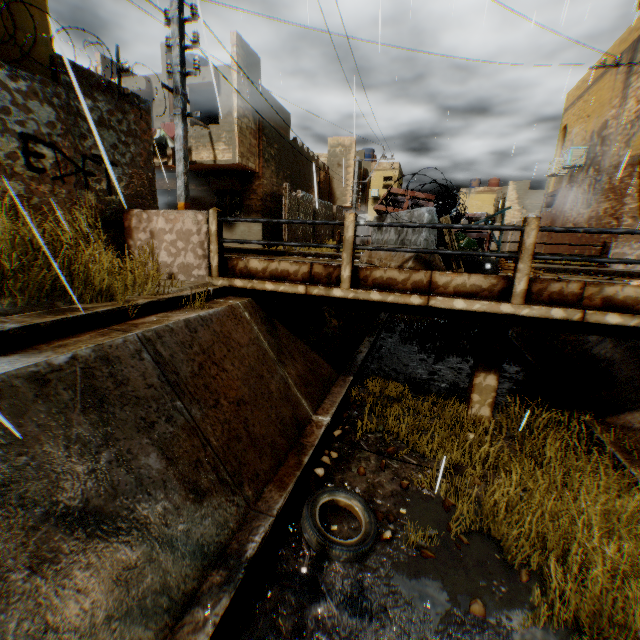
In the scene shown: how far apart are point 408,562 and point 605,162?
18.02m

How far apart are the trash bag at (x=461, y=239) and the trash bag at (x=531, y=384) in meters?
3.5

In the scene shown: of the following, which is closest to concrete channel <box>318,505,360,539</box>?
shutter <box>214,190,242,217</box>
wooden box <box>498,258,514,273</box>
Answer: shutter <box>214,190,242,217</box>

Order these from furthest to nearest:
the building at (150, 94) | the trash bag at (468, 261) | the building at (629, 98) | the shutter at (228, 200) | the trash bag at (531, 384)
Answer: the shutter at (228, 200) < the building at (150, 94) < the building at (629, 98) < the trash bag at (531, 384) < the trash bag at (468, 261)

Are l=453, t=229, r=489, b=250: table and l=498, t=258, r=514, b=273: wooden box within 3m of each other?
yes

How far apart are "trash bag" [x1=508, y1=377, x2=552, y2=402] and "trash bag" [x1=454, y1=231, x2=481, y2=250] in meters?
3.5 m

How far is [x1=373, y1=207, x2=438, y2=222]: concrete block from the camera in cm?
526

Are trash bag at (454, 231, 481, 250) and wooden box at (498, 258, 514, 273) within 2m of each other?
yes
